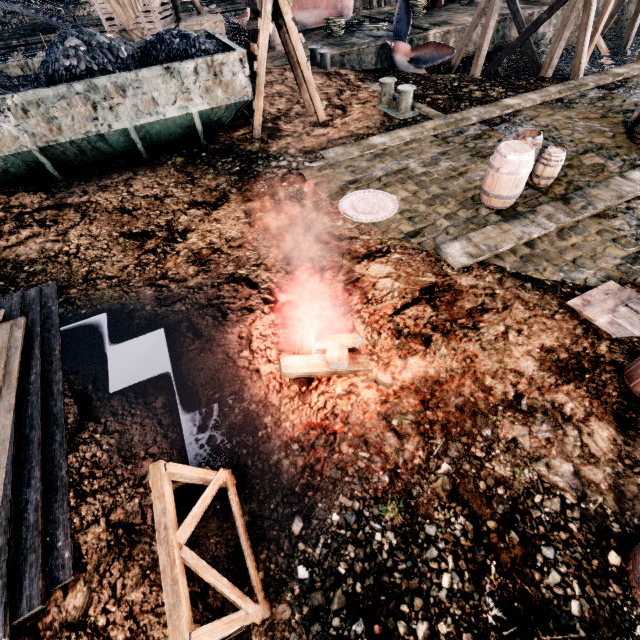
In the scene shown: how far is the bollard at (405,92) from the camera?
12.3m

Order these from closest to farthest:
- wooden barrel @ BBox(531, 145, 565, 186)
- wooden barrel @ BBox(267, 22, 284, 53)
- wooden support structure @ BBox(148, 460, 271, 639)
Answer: wooden support structure @ BBox(148, 460, 271, 639), wooden barrel @ BBox(531, 145, 565, 186), wooden barrel @ BBox(267, 22, 284, 53)

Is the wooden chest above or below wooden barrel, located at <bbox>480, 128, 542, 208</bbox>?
above

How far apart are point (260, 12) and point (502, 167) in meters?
8.5 m

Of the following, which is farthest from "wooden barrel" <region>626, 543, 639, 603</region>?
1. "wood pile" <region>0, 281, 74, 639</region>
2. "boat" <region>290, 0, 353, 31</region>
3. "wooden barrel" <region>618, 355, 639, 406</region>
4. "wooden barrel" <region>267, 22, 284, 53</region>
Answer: "boat" <region>290, 0, 353, 31</region>

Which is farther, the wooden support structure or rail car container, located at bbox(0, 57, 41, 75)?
rail car container, located at bbox(0, 57, 41, 75)

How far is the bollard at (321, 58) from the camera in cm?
1649

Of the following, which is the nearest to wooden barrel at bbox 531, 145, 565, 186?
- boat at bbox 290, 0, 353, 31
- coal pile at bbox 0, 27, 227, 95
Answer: coal pile at bbox 0, 27, 227, 95
